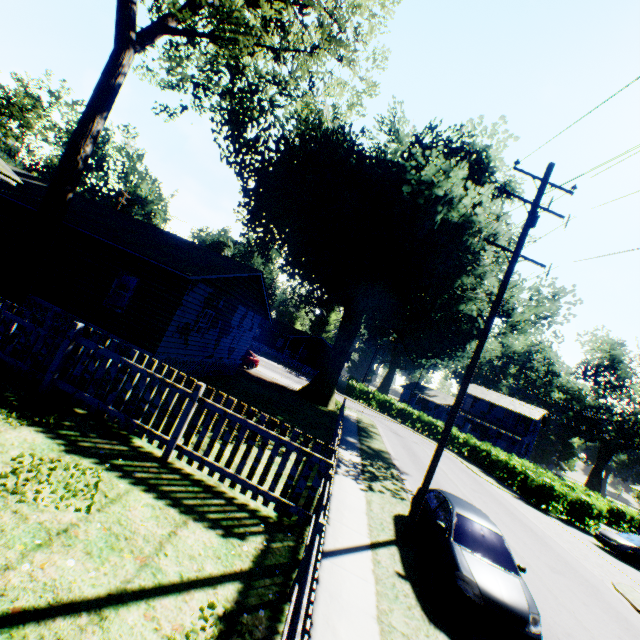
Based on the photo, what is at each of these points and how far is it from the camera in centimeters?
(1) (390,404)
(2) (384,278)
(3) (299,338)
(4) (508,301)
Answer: (1) hedge, 4322cm
(2) plant, 2102cm
(3) house, 5547cm
(4) plant, 2709cm

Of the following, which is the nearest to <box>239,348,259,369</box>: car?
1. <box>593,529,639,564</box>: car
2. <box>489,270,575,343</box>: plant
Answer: <box>489,270,575,343</box>: plant

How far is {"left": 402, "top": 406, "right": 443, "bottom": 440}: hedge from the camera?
38.8 meters

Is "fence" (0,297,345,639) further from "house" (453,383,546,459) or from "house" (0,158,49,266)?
"house" (453,383,546,459)

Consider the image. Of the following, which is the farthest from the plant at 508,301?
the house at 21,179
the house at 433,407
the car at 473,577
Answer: the house at 433,407

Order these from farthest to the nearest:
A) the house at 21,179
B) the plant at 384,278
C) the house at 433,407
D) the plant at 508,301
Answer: the house at 433,407 → the plant at 508,301 → the plant at 384,278 → the house at 21,179

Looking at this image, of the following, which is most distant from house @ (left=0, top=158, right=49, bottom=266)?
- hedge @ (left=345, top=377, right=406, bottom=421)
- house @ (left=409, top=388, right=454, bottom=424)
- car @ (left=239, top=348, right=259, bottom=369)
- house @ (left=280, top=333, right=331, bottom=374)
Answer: house @ (left=409, top=388, right=454, bottom=424)

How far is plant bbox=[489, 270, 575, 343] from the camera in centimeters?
2372cm
